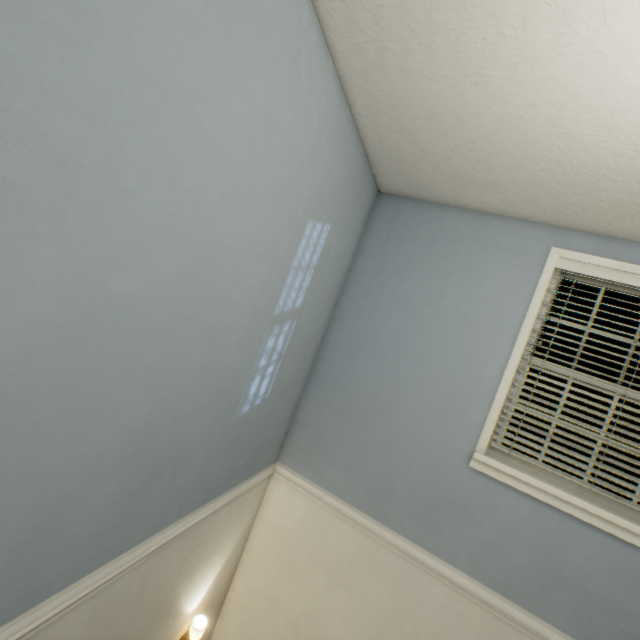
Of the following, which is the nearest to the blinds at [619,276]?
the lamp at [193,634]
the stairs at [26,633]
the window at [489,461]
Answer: the window at [489,461]

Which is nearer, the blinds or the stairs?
the stairs

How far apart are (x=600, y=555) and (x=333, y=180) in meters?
2.8

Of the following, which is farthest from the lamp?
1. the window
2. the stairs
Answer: the window

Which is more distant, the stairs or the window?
the window

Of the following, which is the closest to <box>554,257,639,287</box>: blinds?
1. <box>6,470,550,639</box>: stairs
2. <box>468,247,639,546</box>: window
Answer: <box>468,247,639,546</box>: window

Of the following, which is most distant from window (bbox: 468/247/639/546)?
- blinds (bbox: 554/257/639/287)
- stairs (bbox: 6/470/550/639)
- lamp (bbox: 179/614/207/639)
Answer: lamp (bbox: 179/614/207/639)

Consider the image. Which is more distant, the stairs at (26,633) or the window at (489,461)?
the window at (489,461)
